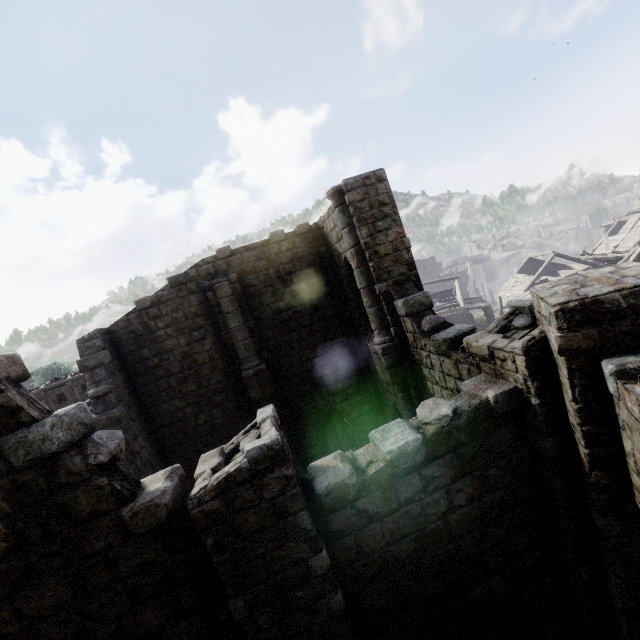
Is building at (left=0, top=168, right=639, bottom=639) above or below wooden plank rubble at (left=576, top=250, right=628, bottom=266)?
above

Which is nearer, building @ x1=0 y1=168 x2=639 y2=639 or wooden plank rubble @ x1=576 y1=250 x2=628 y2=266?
building @ x1=0 y1=168 x2=639 y2=639

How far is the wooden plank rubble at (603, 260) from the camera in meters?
29.2

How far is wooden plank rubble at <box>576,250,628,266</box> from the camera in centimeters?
2920cm

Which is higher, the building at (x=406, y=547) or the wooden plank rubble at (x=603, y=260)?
the building at (x=406, y=547)

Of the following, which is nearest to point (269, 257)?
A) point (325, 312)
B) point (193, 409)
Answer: point (325, 312)
